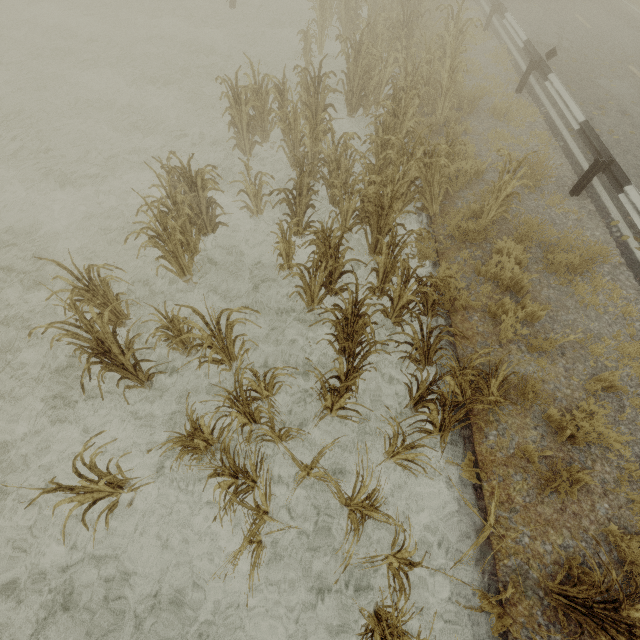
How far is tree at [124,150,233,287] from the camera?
4.96m

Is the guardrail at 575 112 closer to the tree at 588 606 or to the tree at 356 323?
the tree at 588 606

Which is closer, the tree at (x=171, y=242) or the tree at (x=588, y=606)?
the tree at (x=588, y=606)

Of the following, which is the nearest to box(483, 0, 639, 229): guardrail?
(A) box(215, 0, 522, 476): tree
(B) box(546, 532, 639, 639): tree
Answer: (B) box(546, 532, 639, 639): tree

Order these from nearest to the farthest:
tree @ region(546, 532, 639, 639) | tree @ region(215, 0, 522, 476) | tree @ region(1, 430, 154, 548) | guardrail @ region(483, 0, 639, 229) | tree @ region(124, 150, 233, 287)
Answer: tree @ region(546, 532, 639, 639) < tree @ region(1, 430, 154, 548) < tree @ region(215, 0, 522, 476) < tree @ region(124, 150, 233, 287) < guardrail @ region(483, 0, 639, 229)

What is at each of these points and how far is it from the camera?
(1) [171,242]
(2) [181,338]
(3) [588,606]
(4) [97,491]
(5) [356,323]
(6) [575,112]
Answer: (1) tree, 5.3 meters
(2) tree, 4.0 meters
(3) tree, 2.9 meters
(4) tree, 3.6 meters
(5) tree, 4.3 meters
(6) guardrail, 7.8 meters

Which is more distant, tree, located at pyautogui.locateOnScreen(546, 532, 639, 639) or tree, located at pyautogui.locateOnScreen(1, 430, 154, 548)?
tree, located at pyautogui.locateOnScreen(1, 430, 154, 548)

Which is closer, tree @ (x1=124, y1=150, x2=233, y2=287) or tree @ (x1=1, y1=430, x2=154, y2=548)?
tree @ (x1=1, y1=430, x2=154, y2=548)
